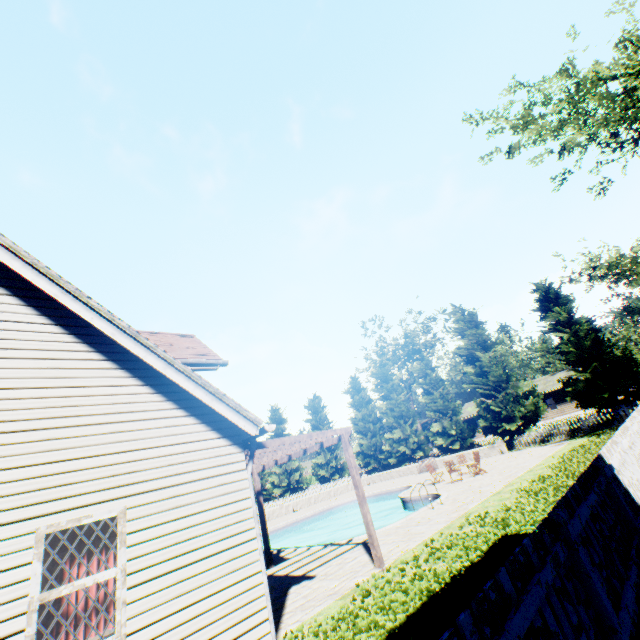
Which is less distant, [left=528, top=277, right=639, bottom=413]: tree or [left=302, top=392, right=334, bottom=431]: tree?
[left=528, top=277, right=639, bottom=413]: tree

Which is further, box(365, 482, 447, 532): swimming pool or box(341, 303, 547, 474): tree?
box(341, 303, 547, 474): tree

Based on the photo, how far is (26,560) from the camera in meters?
4.0 m

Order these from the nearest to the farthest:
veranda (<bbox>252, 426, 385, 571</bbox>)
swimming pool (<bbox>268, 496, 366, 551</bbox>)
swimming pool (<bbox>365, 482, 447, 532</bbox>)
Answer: veranda (<bbox>252, 426, 385, 571</bbox>), swimming pool (<bbox>365, 482, 447, 532</bbox>), swimming pool (<bbox>268, 496, 366, 551</bbox>)

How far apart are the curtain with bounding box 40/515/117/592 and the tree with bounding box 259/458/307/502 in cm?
4588

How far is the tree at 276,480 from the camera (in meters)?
44.47

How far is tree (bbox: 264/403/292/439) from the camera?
47.9m

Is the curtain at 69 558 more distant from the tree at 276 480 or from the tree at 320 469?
the tree at 276 480
